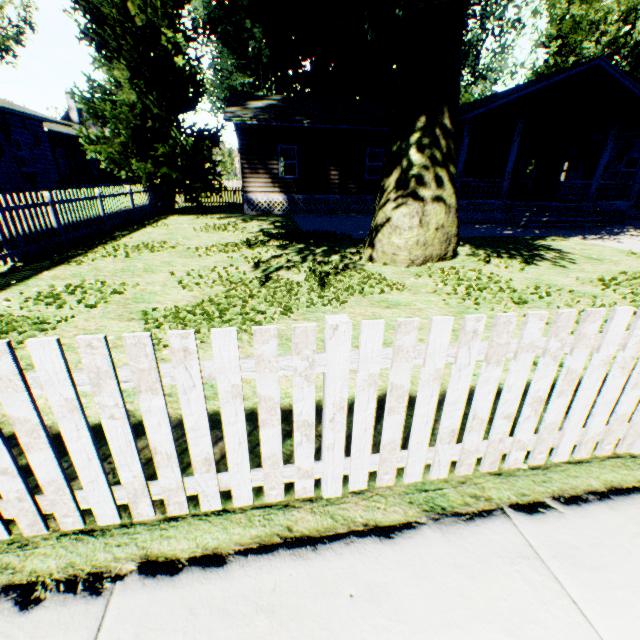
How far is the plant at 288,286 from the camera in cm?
453

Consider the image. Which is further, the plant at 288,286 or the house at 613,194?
the house at 613,194

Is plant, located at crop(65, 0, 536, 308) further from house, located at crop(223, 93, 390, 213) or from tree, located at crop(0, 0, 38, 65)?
tree, located at crop(0, 0, 38, 65)

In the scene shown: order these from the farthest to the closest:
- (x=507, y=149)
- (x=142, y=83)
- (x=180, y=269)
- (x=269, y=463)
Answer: (x=507, y=149)
(x=142, y=83)
(x=180, y=269)
(x=269, y=463)

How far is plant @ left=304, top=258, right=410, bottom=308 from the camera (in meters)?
5.61

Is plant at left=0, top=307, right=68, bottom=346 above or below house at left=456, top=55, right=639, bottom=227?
below

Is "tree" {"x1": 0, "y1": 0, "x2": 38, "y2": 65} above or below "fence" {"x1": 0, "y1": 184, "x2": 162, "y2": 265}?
above

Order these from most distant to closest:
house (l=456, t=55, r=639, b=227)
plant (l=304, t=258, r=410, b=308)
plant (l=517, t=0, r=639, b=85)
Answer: plant (l=517, t=0, r=639, b=85), house (l=456, t=55, r=639, b=227), plant (l=304, t=258, r=410, b=308)
